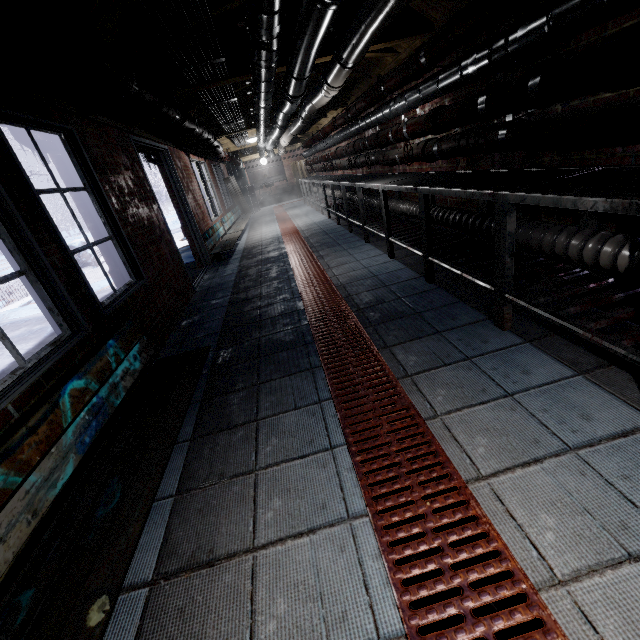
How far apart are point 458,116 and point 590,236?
1.42m

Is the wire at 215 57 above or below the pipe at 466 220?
above

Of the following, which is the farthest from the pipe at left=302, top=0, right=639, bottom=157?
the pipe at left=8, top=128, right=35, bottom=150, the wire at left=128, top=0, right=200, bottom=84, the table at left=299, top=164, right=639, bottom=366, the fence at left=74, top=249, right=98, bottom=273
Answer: the fence at left=74, top=249, right=98, bottom=273

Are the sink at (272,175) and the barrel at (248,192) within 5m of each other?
yes

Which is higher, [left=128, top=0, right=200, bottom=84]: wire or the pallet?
[left=128, top=0, right=200, bottom=84]: wire

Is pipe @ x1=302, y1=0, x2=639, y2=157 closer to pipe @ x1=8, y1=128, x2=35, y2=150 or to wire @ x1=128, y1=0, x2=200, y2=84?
wire @ x1=128, y1=0, x2=200, y2=84

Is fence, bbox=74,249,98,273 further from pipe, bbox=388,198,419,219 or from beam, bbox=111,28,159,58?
pipe, bbox=388,198,419,219

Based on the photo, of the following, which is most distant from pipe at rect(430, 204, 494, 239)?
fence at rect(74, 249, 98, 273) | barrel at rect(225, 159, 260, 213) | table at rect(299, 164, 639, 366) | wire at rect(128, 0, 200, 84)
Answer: fence at rect(74, 249, 98, 273)
